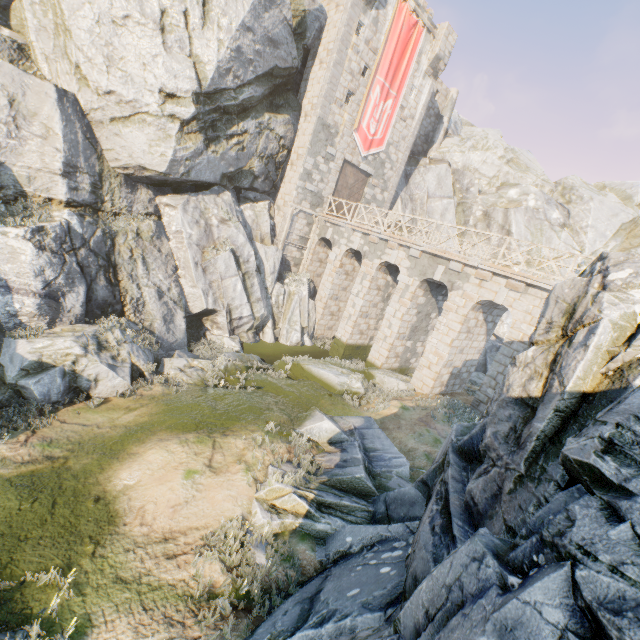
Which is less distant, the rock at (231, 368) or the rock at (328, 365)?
the rock at (231, 368)

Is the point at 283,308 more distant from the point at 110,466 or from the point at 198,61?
the point at 110,466

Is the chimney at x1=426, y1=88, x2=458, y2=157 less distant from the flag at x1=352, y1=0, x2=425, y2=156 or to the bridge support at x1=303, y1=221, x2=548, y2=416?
the flag at x1=352, y1=0, x2=425, y2=156

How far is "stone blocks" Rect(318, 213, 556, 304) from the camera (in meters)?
12.63

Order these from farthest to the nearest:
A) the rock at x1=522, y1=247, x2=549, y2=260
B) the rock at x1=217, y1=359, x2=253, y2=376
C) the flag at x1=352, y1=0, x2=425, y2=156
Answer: the rock at x1=522, y1=247, x2=549, y2=260 → the flag at x1=352, y1=0, x2=425, y2=156 → the rock at x1=217, y1=359, x2=253, y2=376

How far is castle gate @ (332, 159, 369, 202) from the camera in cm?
2267

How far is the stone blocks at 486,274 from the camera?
12.6 meters

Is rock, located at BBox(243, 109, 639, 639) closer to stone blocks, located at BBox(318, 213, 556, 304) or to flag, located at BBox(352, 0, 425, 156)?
stone blocks, located at BBox(318, 213, 556, 304)
